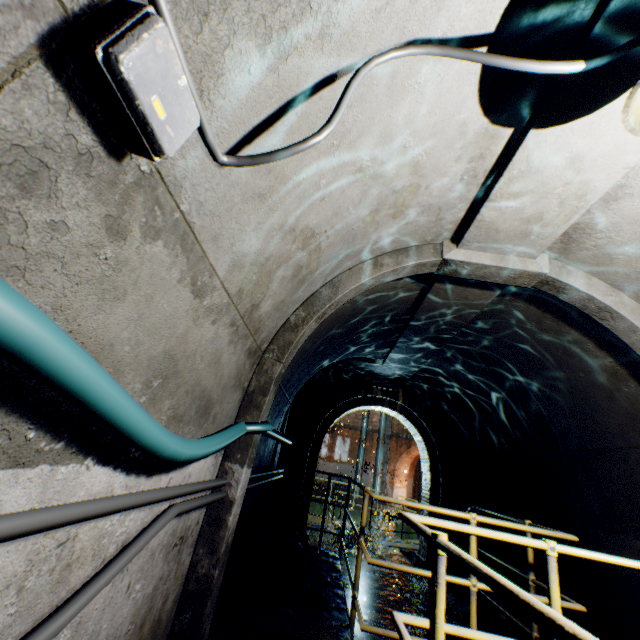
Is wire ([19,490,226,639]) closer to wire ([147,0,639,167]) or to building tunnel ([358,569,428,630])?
building tunnel ([358,569,428,630])

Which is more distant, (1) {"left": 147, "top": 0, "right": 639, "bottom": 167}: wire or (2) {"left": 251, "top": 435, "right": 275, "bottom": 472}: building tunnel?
(2) {"left": 251, "top": 435, "right": 275, "bottom": 472}: building tunnel

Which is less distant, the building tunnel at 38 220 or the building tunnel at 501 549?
the building tunnel at 38 220

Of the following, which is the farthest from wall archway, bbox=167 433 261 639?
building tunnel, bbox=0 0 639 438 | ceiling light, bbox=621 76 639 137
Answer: ceiling light, bbox=621 76 639 137

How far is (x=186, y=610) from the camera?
2.3 meters

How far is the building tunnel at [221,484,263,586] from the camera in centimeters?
366cm

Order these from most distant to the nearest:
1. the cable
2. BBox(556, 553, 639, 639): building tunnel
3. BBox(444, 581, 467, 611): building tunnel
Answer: BBox(444, 581, 467, 611): building tunnel → BBox(556, 553, 639, 639): building tunnel → the cable
